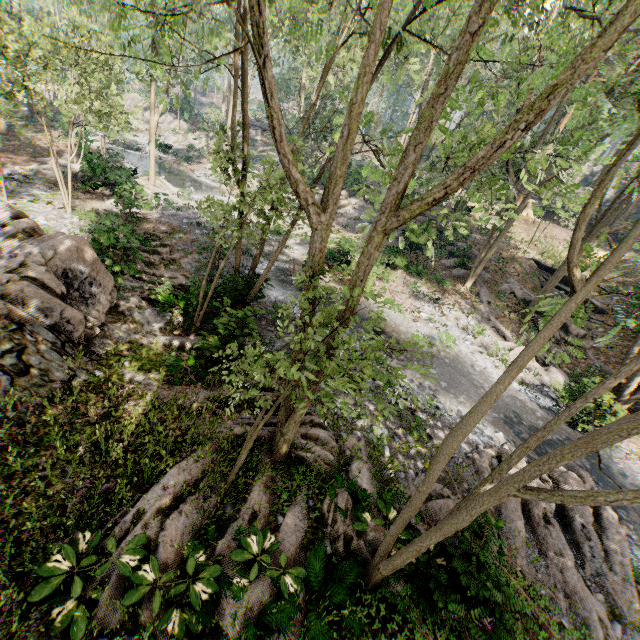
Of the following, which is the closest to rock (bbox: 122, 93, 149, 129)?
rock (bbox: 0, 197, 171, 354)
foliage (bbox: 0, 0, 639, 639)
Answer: foliage (bbox: 0, 0, 639, 639)

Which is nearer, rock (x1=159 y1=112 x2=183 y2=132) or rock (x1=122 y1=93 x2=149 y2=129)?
rock (x1=159 y1=112 x2=183 y2=132)

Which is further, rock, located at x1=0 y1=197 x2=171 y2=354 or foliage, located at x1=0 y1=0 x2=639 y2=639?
rock, located at x1=0 y1=197 x2=171 y2=354

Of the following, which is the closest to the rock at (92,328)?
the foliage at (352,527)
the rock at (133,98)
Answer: the foliage at (352,527)

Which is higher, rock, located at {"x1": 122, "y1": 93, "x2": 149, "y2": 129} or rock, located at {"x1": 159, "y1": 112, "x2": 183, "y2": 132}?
rock, located at {"x1": 122, "y1": 93, "x2": 149, "y2": 129}

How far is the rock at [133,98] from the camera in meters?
48.1 m

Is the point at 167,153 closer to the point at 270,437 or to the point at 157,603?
the point at 270,437

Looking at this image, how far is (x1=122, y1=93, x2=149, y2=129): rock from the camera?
48.09m
